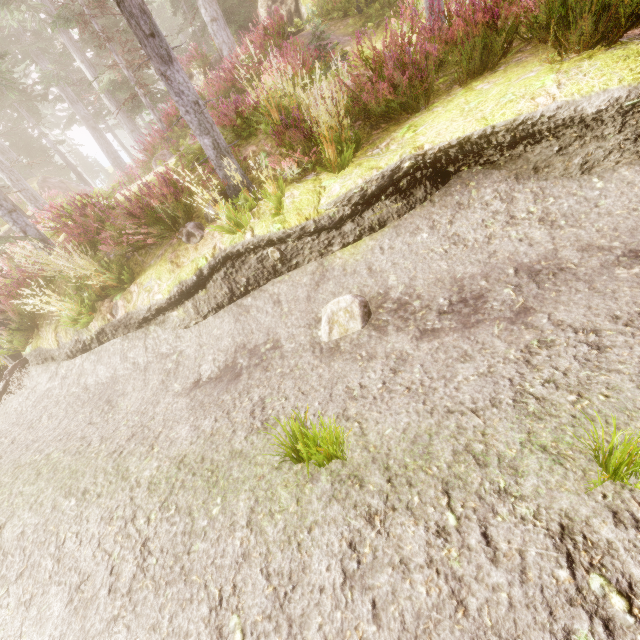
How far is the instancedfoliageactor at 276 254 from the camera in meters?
4.9

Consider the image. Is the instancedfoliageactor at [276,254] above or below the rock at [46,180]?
below

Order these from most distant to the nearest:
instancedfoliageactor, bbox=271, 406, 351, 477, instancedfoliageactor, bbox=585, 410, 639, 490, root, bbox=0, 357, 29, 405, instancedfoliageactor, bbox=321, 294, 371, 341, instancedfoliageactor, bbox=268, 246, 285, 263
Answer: root, bbox=0, 357, 29, 405 < instancedfoliageactor, bbox=268, 246, 285, 263 < instancedfoliageactor, bbox=321, 294, 371, 341 < instancedfoliageactor, bbox=271, 406, 351, 477 < instancedfoliageactor, bbox=585, 410, 639, 490

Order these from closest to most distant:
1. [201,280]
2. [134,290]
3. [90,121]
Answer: [201,280]
[134,290]
[90,121]

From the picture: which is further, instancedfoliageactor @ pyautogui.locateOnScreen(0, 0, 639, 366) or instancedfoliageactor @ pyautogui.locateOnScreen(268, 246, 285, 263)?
instancedfoliageactor @ pyautogui.locateOnScreen(268, 246, 285, 263)

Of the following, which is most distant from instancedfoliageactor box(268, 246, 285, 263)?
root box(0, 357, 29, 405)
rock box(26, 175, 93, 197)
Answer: root box(0, 357, 29, 405)
